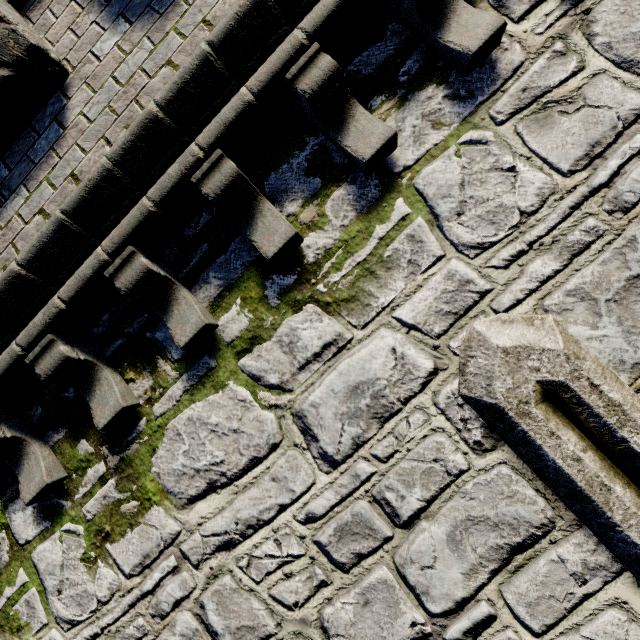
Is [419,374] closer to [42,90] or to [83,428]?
[83,428]
